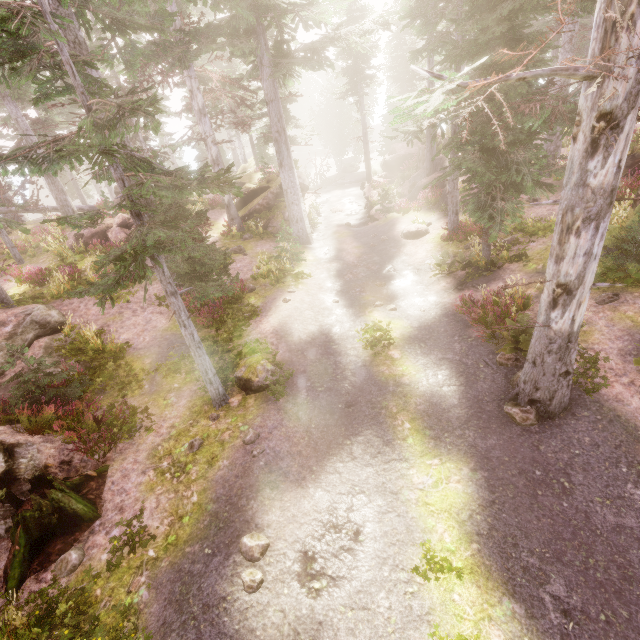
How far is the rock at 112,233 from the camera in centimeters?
1853cm

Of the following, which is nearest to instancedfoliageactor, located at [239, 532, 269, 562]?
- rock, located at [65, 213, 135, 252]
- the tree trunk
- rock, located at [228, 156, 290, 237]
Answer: rock, located at [228, 156, 290, 237]

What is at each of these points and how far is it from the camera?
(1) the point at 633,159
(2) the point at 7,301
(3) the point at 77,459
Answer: (1) rock, 13.9 meters
(2) instancedfoliageactor, 13.5 meters
(3) rock, 7.9 meters

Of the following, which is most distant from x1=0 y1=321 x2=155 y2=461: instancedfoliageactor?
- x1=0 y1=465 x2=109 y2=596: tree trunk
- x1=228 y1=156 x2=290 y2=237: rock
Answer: x1=0 y1=465 x2=109 y2=596: tree trunk

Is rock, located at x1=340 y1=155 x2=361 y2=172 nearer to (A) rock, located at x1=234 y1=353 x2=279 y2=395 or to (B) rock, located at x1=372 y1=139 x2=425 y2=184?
(B) rock, located at x1=372 y1=139 x2=425 y2=184

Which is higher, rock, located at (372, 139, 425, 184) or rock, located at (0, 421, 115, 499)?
rock, located at (372, 139, 425, 184)

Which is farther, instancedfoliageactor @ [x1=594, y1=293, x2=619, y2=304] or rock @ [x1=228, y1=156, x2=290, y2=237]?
rock @ [x1=228, y1=156, x2=290, y2=237]

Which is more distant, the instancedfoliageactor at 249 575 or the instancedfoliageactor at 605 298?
the instancedfoliageactor at 605 298
